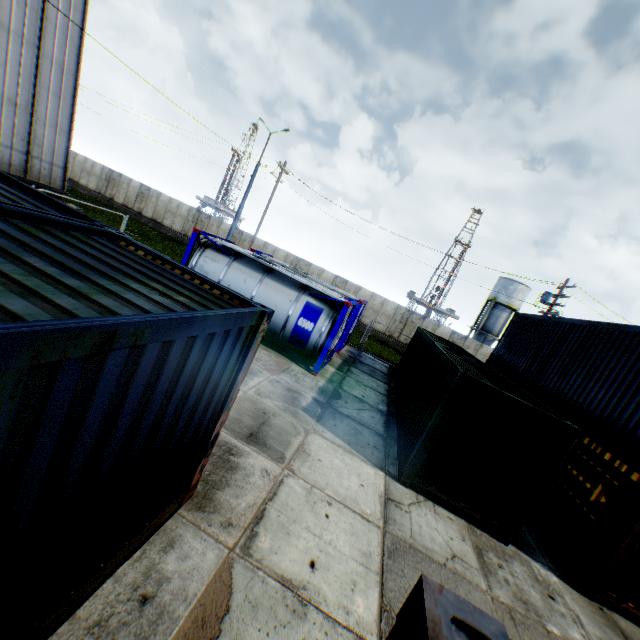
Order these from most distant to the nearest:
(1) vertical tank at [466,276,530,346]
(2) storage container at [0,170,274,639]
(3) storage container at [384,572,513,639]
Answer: (1) vertical tank at [466,276,530,346] → (2) storage container at [0,170,274,639] → (3) storage container at [384,572,513,639]

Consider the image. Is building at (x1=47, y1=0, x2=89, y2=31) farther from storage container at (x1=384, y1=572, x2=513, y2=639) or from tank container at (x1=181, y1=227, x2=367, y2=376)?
storage container at (x1=384, y1=572, x2=513, y2=639)

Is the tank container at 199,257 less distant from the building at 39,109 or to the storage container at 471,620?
the building at 39,109

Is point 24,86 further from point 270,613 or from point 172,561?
point 270,613

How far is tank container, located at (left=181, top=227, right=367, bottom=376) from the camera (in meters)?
11.87

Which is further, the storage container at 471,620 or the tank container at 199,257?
the tank container at 199,257

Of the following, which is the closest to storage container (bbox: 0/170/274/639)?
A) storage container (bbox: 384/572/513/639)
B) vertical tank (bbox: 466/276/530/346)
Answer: storage container (bbox: 384/572/513/639)
